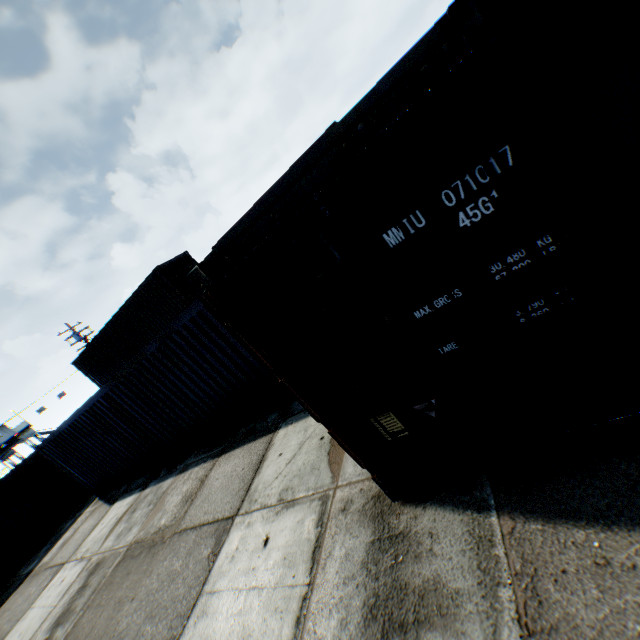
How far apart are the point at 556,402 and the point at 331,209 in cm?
219
